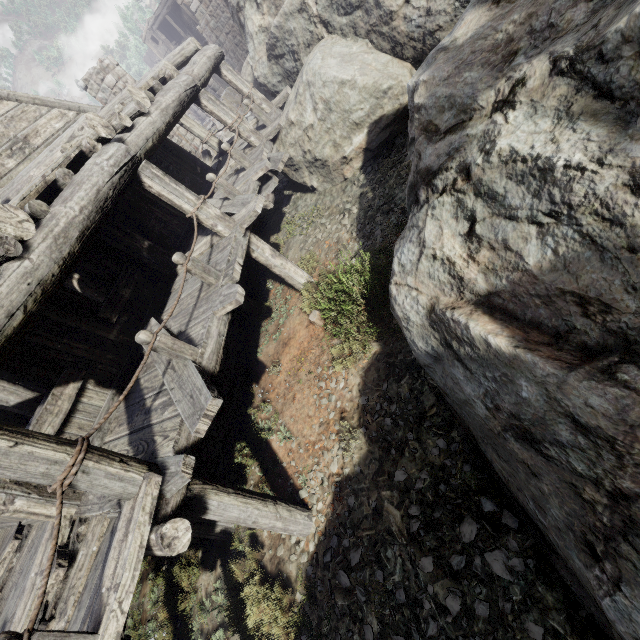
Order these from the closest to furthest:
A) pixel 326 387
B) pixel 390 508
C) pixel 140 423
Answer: pixel 390 508, pixel 140 423, pixel 326 387

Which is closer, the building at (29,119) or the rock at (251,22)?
the building at (29,119)

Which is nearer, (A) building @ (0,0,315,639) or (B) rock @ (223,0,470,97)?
(A) building @ (0,0,315,639)
